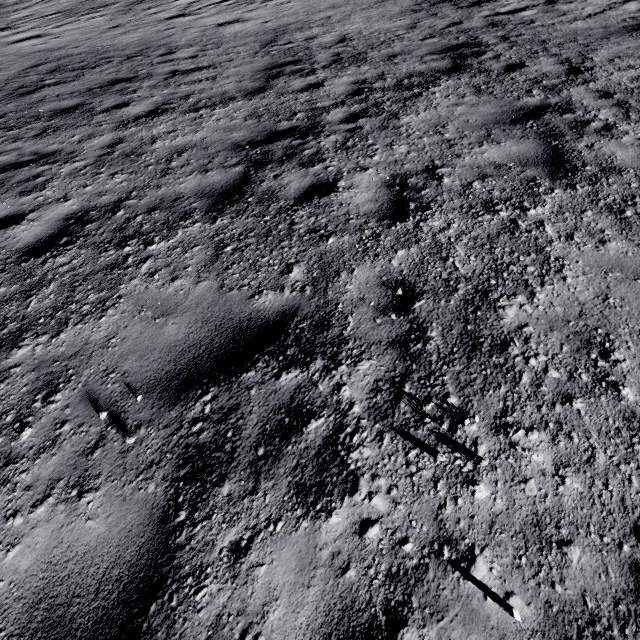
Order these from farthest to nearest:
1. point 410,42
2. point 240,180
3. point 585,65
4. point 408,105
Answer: point 410,42 → point 585,65 → point 408,105 → point 240,180
